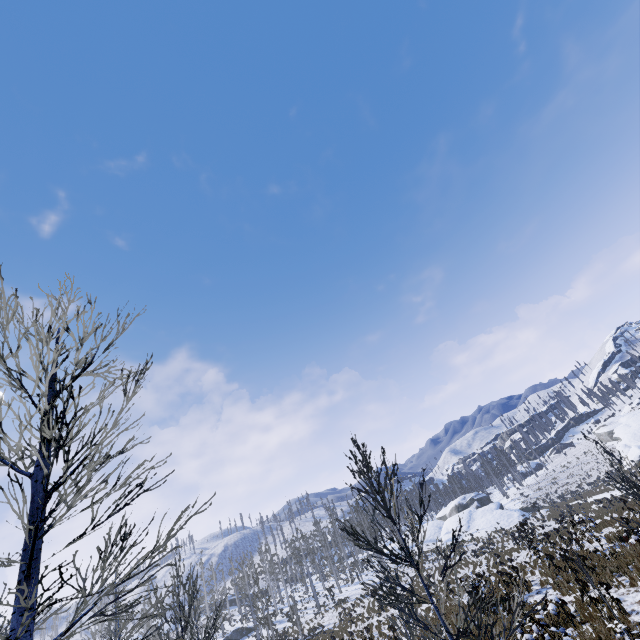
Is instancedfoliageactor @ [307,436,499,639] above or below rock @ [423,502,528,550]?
above

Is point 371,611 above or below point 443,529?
below

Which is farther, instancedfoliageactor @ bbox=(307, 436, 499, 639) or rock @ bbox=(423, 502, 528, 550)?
rock @ bbox=(423, 502, 528, 550)

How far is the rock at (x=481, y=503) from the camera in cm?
4378

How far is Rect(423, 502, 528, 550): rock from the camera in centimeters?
4378cm

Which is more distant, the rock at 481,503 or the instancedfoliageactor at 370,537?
the rock at 481,503
